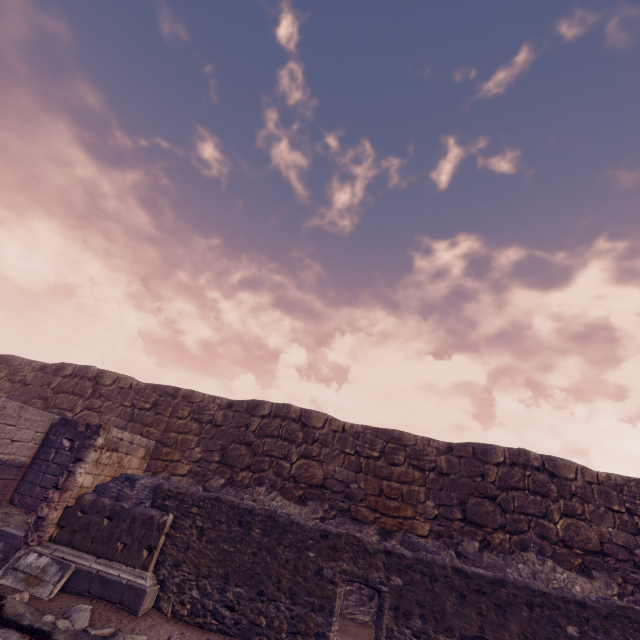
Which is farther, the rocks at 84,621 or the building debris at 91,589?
the building debris at 91,589

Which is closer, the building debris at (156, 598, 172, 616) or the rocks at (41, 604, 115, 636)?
the rocks at (41, 604, 115, 636)

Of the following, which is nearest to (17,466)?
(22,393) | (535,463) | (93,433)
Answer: (93,433)

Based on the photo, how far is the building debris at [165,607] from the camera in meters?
5.6 m

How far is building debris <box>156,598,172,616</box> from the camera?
5.6 meters

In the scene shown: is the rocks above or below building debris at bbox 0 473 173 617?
below
